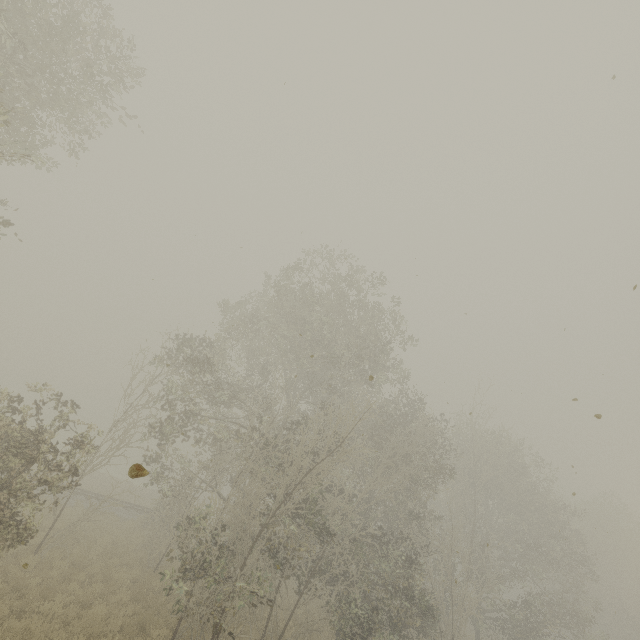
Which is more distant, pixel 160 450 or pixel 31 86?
pixel 160 450
